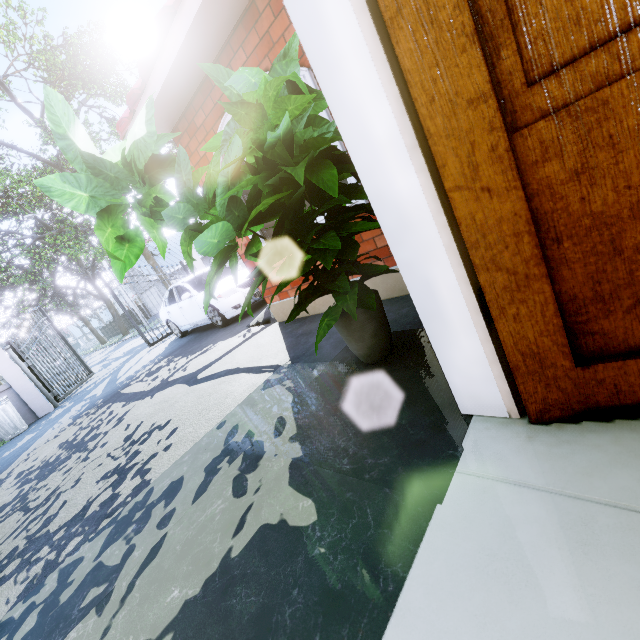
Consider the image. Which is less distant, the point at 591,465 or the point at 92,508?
the point at 591,465

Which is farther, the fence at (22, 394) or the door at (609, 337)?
the fence at (22, 394)

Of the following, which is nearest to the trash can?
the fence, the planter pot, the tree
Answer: the fence

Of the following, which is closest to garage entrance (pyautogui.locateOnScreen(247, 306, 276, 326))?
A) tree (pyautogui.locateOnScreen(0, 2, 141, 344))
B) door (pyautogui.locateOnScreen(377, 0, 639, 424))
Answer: door (pyautogui.locateOnScreen(377, 0, 639, 424))

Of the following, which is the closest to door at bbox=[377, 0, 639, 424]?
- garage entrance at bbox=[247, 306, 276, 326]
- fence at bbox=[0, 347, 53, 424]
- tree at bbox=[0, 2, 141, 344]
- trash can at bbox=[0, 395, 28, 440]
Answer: garage entrance at bbox=[247, 306, 276, 326]

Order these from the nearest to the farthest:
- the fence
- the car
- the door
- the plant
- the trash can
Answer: the door, the plant, the car, the trash can, the fence

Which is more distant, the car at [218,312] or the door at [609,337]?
the car at [218,312]

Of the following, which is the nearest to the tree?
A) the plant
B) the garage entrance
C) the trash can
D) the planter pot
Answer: the trash can
